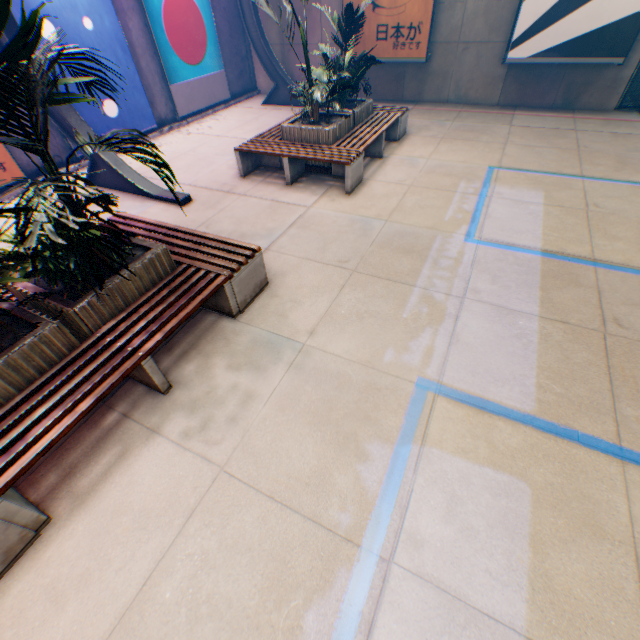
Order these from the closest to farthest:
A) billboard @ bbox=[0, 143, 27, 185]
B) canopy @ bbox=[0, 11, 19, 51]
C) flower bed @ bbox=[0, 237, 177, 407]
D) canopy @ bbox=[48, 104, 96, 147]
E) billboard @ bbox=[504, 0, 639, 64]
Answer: flower bed @ bbox=[0, 237, 177, 407]
canopy @ bbox=[0, 11, 19, 51]
canopy @ bbox=[48, 104, 96, 147]
billboard @ bbox=[0, 143, 27, 185]
billboard @ bbox=[504, 0, 639, 64]

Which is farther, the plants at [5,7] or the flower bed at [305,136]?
the flower bed at [305,136]

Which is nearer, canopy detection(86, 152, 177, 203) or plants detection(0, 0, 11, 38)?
plants detection(0, 0, 11, 38)

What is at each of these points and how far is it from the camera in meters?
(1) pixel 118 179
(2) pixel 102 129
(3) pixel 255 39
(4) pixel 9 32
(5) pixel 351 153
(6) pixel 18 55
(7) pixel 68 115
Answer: (1) canopy, 6.7
(2) billboard, 8.2
(3) canopy, 10.4
(4) canopy, 5.4
(5) bench, 6.1
(6) plants, 2.2
(7) canopy, 6.1

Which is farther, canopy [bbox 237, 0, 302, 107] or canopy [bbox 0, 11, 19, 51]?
canopy [bbox 237, 0, 302, 107]

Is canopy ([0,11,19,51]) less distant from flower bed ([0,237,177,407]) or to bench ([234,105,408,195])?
bench ([234,105,408,195])

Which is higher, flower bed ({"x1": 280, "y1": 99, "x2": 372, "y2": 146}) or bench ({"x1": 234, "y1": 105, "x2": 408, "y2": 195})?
flower bed ({"x1": 280, "y1": 99, "x2": 372, "y2": 146})

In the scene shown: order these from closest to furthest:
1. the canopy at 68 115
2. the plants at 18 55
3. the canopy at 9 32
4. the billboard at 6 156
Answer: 1. the plants at 18 55
2. the canopy at 9 32
3. the canopy at 68 115
4. the billboard at 6 156
